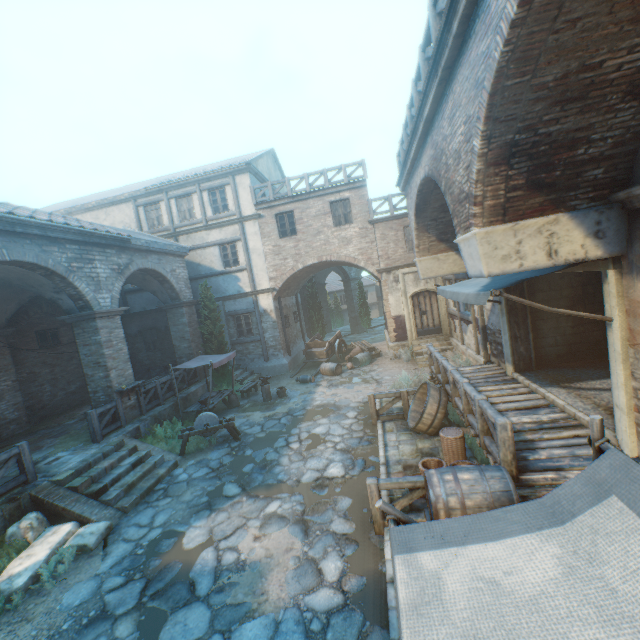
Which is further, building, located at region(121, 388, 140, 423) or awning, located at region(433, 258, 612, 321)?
building, located at region(121, 388, 140, 423)

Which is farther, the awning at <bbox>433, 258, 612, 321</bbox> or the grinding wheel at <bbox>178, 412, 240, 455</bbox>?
the grinding wheel at <bbox>178, 412, 240, 455</bbox>

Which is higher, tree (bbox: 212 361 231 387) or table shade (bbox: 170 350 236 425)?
table shade (bbox: 170 350 236 425)

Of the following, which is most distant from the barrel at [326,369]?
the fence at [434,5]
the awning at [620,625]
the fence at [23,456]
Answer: the awning at [620,625]

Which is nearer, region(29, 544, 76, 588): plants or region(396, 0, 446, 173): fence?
region(396, 0, 446, 173): fence

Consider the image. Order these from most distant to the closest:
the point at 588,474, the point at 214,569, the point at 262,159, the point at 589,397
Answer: the point at 262,159, the point at 589,397, the point at 214,569, the point at 588,474

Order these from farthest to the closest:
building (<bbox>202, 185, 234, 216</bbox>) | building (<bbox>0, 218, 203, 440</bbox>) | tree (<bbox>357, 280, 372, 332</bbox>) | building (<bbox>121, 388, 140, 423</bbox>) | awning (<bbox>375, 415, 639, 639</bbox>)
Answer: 1. tree (<bbox>357, 280, 372, 332</bbox>)
2. building (<bbox>202, 185, 234, 216</bbox>)
3. building (<bbox>121, 388, 140, 423</bbox>)
4. building (<bbox>0, 218, 203, 440</bbox>)
5. awning (<bbox>375, 415, 639, 639</bbox>)

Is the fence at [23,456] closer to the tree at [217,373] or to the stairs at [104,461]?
the stairs at [104,461]
